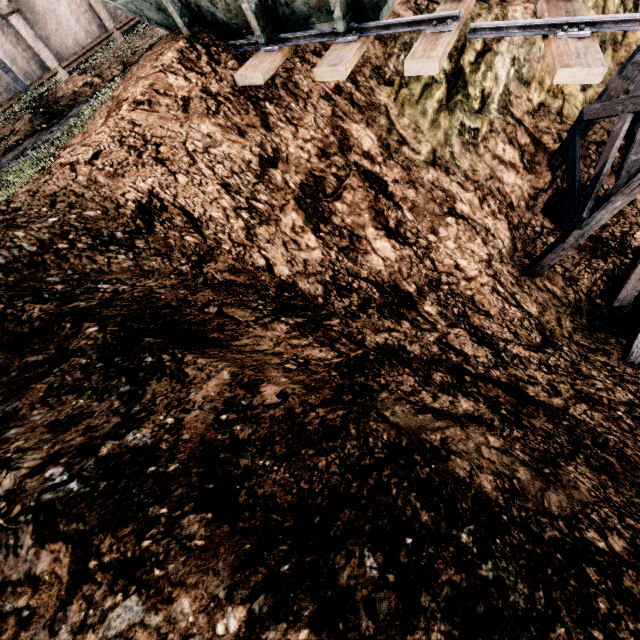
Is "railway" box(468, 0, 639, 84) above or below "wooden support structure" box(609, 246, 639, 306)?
above

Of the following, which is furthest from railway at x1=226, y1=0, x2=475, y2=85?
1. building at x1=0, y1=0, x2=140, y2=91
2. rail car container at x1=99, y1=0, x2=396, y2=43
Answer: building at x1=0, y1=0, x2=140, y2=91

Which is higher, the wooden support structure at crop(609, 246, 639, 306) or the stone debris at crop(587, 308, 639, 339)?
the wooden support structure at crop(609, 246, 639, 306)

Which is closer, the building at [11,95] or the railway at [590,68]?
the railway at [590,68]

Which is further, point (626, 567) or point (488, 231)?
point (488, 231)

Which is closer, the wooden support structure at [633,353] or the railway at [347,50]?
the railway at [347,50]

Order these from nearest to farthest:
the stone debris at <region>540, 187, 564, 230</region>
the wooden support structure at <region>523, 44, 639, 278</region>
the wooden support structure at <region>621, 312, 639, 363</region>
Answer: the wooden support structure at <region>523, 44, 639, 278</region> < the wooden support structure at <region>621, 312, 639, 363</region> < the stone debris at <region>540, 187, 564, 230</region>

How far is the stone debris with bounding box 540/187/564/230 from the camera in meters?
10.9 m
